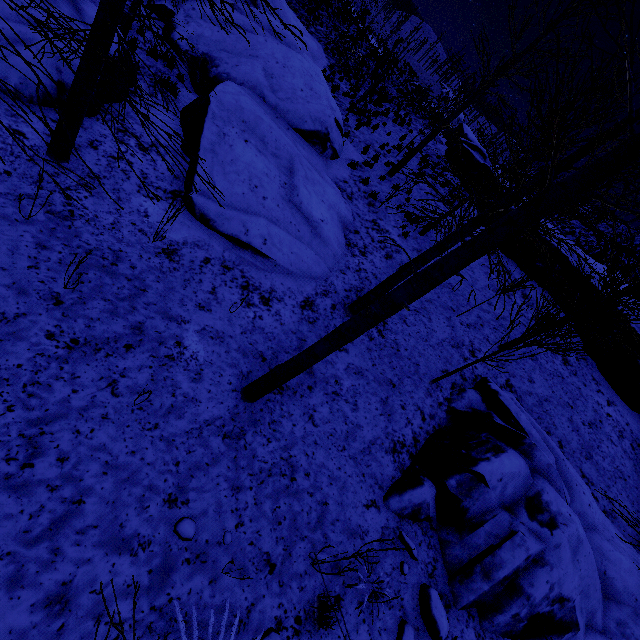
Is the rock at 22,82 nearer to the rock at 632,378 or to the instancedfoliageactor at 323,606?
the instancedfoliageactor at 323,606

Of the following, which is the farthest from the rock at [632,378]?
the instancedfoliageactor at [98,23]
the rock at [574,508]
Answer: the instancedfoliageactor at [98,23]

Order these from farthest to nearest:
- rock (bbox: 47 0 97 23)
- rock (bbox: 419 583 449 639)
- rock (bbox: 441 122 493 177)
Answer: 1. rock (bbox: 441 122 493 177)
2. rock (bbox: 47 0 97 23)
3. rock (bbox: 419 583 449 639)

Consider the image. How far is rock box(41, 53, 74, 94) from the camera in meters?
5.6 m

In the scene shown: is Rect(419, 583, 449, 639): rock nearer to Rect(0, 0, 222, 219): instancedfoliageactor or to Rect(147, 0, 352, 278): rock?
Rect(147, 0, 352, 278): rock

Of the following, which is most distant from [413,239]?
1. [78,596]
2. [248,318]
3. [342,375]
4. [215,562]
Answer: [78,596]

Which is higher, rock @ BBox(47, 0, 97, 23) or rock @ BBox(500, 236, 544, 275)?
rock @ BBox(500, 236, 544, 275)

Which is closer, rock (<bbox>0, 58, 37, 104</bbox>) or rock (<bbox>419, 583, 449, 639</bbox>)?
rock (<bbox>419, 583, 449, 639</bbox>)
